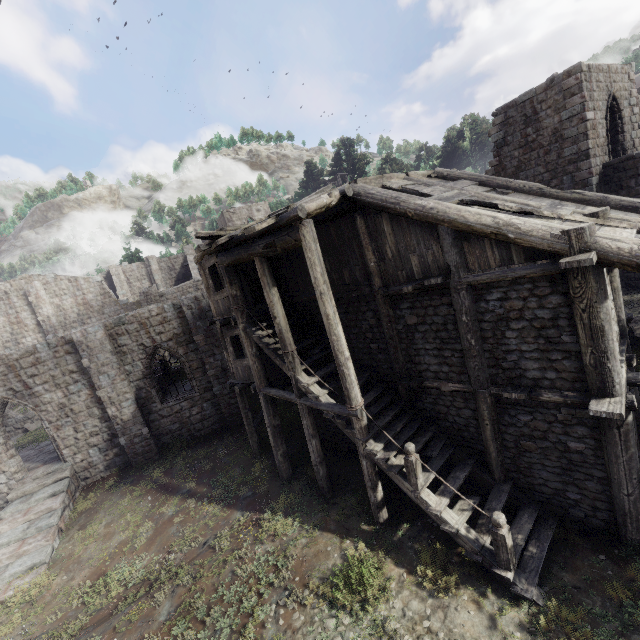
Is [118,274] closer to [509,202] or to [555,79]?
[509,202]
